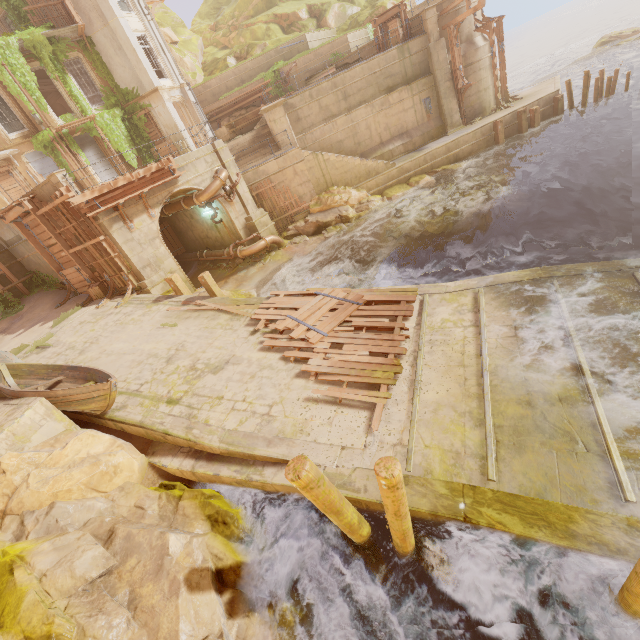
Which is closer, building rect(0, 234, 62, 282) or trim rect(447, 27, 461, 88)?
building rect(0, 234, 62, 282)

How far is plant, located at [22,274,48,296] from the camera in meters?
17.6

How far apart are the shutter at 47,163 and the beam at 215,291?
16.4 meters

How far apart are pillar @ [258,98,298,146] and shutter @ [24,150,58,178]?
13.7m

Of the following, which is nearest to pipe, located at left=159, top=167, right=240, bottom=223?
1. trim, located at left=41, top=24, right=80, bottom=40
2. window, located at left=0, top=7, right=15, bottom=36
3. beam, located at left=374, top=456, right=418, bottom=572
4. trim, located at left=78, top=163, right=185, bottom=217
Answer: trim, located at left=78, top=163, right=185, bottom=217

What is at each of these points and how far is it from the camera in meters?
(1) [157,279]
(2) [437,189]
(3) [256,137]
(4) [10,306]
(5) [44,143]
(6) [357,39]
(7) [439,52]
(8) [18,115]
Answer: (1) building, 15.1 m
(2) rock, 20.6 m
(3) stairs, 21.3 m
(4) plant, 16.9 m
(5) plant, 20.4 m
(6) building, 24.6 m
(7) pillar, 20.2 m
(8) window, 19.8 m

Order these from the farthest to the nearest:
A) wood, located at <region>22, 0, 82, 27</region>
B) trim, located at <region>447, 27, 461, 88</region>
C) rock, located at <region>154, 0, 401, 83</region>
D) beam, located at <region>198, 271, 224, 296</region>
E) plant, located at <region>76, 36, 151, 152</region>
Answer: rock, located at <region>154, 0, 401, 83</region>
plant, located at <region>76, 36, 151, 152</region>
trim, located at <region>447, 27, 461, 88</region>
wood, located at <region>22, 0, 82, 27</region>
beam, located at <region>198, 271, 224, 296</region>

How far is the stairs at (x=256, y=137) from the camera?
21.1m
